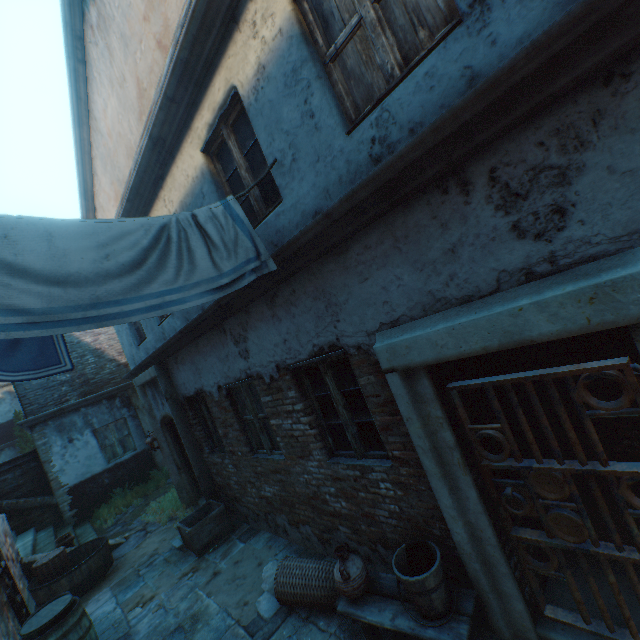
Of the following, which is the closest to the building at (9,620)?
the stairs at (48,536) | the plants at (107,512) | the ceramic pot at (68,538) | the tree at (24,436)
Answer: the stairs at (48,536)

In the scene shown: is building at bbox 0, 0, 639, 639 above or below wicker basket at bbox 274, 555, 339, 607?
above

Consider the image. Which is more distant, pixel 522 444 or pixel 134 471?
pixel 134 471

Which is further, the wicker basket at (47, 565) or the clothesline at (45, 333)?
the wicker basket at (47, 565)

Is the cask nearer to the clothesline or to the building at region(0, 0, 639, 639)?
the building at region(0, 0, 639, 639)

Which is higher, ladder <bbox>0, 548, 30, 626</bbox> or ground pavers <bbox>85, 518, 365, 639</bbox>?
ladder <bbox>0, 548, 30, 626</bbox>

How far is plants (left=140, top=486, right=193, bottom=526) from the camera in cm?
802

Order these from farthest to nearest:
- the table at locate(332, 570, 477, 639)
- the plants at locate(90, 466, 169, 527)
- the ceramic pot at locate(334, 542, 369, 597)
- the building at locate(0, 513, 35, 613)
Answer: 1. the plants at locate(90, 466, 169, 527)
2. the building at locate(0, 513, 35, 613)
3. the ceramic pot at locate(334, 542, 369, 597)
4. the table at locate(332, 570, 477, 639)
